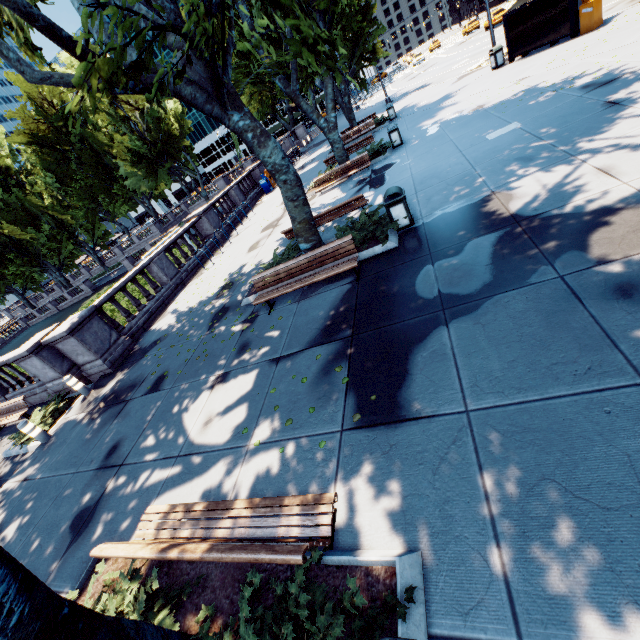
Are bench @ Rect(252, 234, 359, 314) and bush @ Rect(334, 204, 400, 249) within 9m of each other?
yes

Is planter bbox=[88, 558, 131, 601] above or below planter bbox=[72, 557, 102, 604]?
below

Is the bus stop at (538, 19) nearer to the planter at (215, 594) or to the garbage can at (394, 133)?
the garbage can at (394, 133)

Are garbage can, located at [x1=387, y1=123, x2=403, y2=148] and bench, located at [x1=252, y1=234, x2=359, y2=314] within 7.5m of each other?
no

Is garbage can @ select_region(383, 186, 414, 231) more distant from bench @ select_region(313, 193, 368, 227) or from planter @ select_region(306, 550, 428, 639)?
planter @ select_region(306, 550, 428, 639)

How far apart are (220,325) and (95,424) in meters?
4.2

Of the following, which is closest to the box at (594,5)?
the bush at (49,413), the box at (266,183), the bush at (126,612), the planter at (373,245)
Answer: the planter at (373,245)

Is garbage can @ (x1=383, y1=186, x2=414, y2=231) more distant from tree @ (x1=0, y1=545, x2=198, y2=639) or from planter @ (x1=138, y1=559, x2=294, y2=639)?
planter @ (x1=138, y1=559, x2=294, y2=639)
